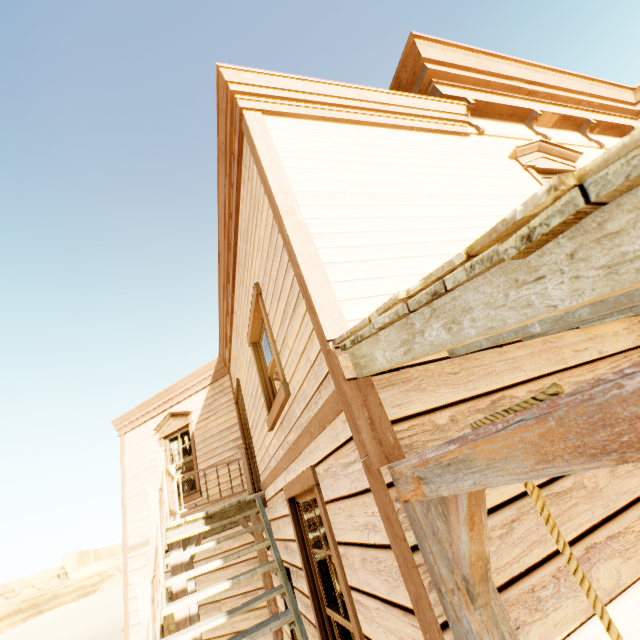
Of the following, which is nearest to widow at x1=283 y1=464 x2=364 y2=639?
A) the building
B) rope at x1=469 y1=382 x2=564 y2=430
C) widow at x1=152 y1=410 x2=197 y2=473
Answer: the building

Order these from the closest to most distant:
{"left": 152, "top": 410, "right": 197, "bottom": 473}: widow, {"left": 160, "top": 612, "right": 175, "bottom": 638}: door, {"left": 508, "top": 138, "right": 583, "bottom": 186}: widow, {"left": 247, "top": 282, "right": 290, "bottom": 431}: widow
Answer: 1. {"left": 247, "top": 282, "right": 290, "bottom": 431}: widow
2. {"left": 508, "top": 138, "right": 583, "bottom": 186}: widow
3. {"left": 160, "top": 612, "right": 175, "bottom": 638}: door
4. {"left": 152, "top": 410, "right": 197, "bottom": 473}: widow

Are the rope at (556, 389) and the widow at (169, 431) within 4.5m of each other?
no

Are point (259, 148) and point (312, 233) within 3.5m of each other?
yes

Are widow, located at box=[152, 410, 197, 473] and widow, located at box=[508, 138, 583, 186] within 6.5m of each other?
no

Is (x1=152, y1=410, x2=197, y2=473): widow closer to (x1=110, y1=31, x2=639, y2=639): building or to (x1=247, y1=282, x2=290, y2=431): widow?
(x1=110, y1=31, x2=639, y2=639): building

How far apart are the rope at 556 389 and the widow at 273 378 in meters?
2.0

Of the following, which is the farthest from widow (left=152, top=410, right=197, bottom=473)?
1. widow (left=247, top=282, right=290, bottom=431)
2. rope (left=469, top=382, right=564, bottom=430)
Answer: rope (left=469, top=382, right=564, bottom=430)
